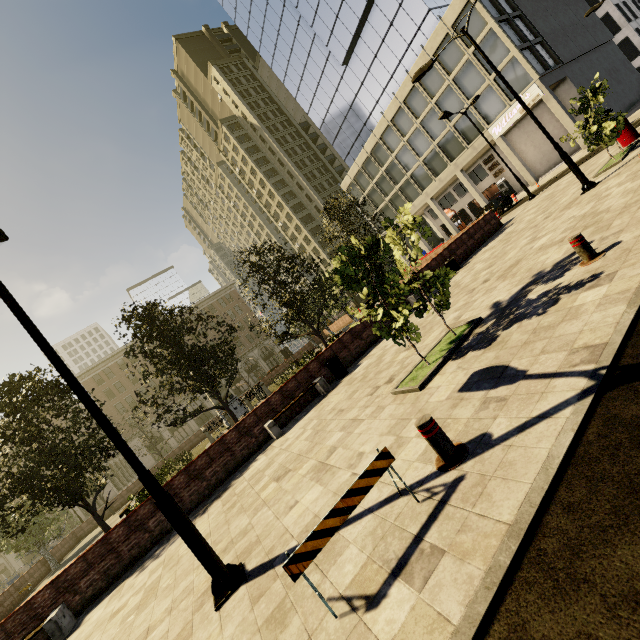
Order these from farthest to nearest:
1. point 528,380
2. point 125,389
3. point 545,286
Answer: point 125,389 < point 545,286 < point 528,380

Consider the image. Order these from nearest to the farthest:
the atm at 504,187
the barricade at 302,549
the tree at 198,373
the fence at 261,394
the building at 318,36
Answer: the barricade at 302,549
the tree at 198,373
the fence at 261,394
the building at 318,36
the atm at 504,187

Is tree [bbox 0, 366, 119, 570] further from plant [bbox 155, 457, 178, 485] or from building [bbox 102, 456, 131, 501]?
building [bbox 102, 456, 131, 501]

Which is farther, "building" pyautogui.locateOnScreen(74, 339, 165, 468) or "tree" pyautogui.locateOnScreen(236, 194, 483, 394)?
"building" pyautogui.locateOnScreen(74, 339, 165, 468)

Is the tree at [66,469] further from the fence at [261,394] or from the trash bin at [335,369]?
the trash bin at [335,369]

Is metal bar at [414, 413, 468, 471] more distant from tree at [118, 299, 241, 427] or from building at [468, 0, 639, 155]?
building at [468, 0, 639, 155]

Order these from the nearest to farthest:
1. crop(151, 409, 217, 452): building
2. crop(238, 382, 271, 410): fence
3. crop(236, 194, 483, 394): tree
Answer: crop(236, 194, 483, 394): tree < crop(238, 382, 271, 410): fence < crop(151, 409, 217, 452): building

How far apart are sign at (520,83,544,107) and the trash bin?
30.2m
